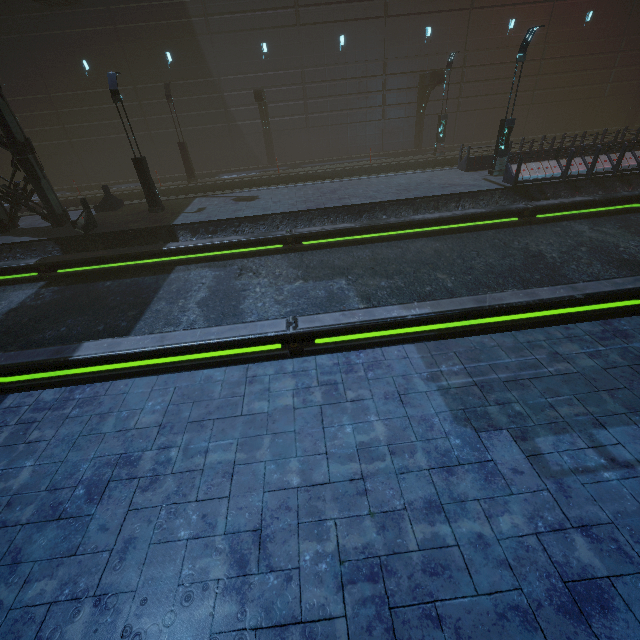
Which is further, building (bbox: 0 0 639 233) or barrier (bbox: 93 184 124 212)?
building (bbox: 0 0 639 233)

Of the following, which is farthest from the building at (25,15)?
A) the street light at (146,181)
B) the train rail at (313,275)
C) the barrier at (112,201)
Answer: the street light at (146,181)

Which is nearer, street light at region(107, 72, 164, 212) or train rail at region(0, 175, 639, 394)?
train rail at region(0, 175, 639, 394)

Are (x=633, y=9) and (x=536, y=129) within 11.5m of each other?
yes

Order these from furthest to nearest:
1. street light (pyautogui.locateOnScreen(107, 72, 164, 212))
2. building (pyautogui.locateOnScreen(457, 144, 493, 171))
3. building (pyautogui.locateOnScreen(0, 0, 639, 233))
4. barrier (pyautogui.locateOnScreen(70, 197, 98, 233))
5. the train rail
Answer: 1. building (pyautogui.locateOnScreen(0, 0, 639, 233))
2. building (pyautogui.locateOnScreen(457, 144, 493, 171))
3. barrier (pyautogui.locateOnScreen(70, 197, 98, 233))
4. street light (pyautogui.locateOnScreen(107, 72, 164, 212))
5. the train rail

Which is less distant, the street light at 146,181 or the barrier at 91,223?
the street light at 146,181

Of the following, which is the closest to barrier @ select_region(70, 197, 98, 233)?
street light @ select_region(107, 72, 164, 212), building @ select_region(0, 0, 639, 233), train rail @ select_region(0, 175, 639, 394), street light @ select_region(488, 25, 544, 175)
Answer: train rail @ select_region(0, 175, 639, 394)

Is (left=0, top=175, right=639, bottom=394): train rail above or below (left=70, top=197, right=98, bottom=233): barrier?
below
